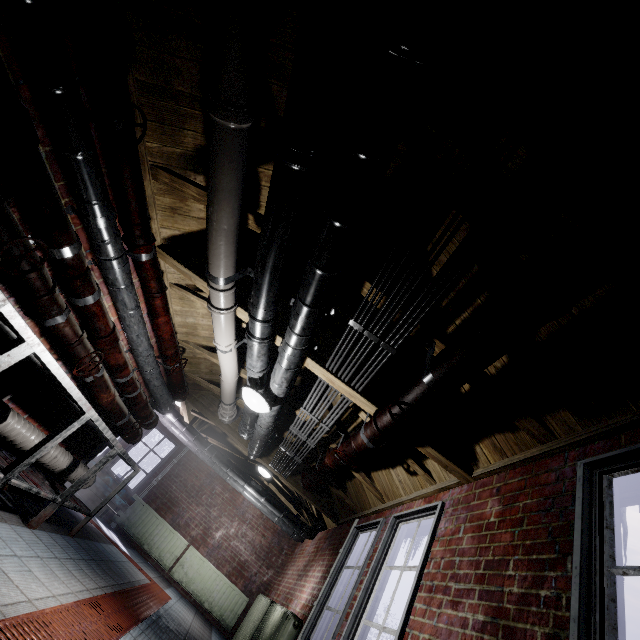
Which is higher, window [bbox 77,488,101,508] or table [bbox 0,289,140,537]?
table [bbox 0,289,140,537]

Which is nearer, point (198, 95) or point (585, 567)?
point (585, 567)

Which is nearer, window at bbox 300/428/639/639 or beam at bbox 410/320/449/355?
window at bbox 300/428/639/639

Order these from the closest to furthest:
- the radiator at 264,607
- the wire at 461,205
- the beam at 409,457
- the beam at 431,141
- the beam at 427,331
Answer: the wire at 461,205
the beam at 431,141
the beam at 427,331
the beam at 409,457
the radiator at 264,607

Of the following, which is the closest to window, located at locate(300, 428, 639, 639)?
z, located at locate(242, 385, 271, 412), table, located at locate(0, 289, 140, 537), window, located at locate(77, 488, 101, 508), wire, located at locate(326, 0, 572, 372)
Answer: wire, located at locate(326, 0, 572, 372)

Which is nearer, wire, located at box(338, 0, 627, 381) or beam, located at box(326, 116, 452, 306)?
wire, located at box(338, 0, 627, 381)

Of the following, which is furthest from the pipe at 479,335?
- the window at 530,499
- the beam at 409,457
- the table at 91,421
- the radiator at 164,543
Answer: the radiator at 164,543

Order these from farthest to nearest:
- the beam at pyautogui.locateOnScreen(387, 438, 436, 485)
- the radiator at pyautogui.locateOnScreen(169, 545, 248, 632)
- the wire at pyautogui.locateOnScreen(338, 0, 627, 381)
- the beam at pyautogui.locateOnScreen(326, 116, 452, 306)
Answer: the radiator at pyautogui.locateOnScreen(169, 545, 248, 632), the beam at pyautogui.locateOnScreen(387, 438, 436, 485), the beam at pyautogui.locateOnScreen(326, 116, 452, 306), the wire at pyautogui.locateOnScreen(338, 0, 627, 381)
